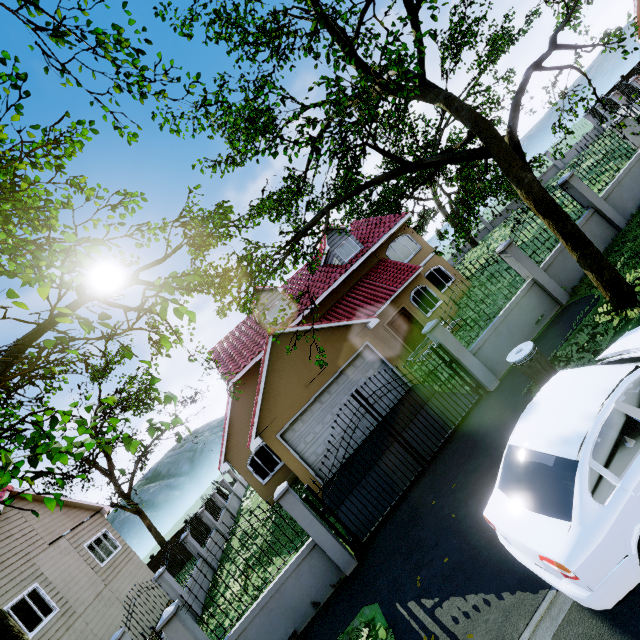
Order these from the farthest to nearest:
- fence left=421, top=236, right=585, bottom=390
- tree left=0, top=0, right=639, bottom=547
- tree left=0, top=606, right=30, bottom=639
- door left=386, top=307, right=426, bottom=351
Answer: door left=386, top=307, right=426, bottom=351 < fence left=421, top=236, right=585, bottom=390 < tree left=0, top=606, right=30, bottom=639 < tree left=0, top=0, right=639, bottom=547

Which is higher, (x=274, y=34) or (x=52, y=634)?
(x=274, y=34)

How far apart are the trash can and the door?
9.99m

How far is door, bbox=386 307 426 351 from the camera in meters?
17.6

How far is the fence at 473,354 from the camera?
9.0 meters

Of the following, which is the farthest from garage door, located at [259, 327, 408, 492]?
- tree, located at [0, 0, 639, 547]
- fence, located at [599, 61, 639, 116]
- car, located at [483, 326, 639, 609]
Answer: car, located at [483, 326, 639, 609]

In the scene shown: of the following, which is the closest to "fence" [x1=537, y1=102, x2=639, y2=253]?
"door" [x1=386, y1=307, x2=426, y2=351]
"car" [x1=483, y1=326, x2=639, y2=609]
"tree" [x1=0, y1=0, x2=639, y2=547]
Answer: "tree" [x1=0, y1=0, x2=639, y2=547]

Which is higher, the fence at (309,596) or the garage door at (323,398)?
the garage door at (323,398)
